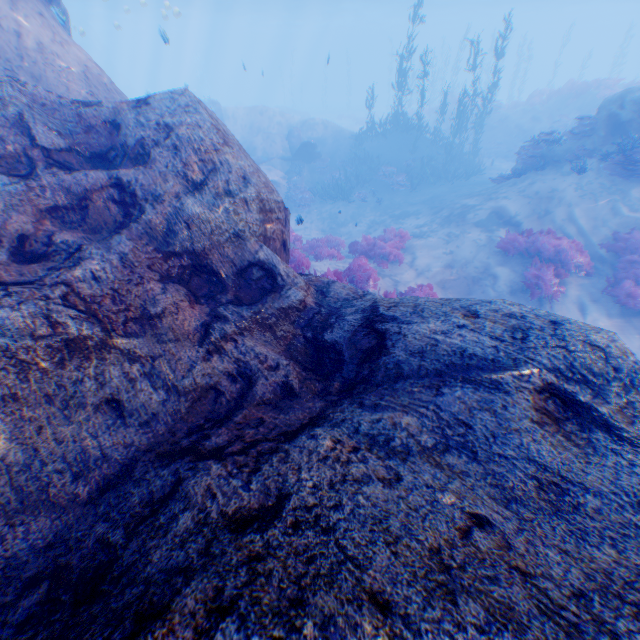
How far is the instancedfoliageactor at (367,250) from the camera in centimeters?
932cm

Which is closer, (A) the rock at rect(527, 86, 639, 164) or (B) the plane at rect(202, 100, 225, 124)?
(A) the rock at rect(527, 86, 639, 164)

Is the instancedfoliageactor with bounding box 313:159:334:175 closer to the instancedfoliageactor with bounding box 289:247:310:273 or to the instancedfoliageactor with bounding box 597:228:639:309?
the instancedfoliageactor with bounding box 289:247:310:273

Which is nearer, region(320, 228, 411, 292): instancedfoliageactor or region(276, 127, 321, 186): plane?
region(320, 228, 411, 292): instancedfoliageactor

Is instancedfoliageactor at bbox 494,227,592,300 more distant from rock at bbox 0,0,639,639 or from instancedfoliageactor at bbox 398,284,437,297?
rock at bbox 0,0,639,639

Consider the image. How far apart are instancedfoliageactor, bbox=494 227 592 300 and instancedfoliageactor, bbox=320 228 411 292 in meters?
3.0 m

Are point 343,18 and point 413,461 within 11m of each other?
no

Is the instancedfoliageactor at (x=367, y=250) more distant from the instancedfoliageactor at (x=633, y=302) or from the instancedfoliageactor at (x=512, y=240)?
the instancedfoliageactor at (x=633, y=302)
